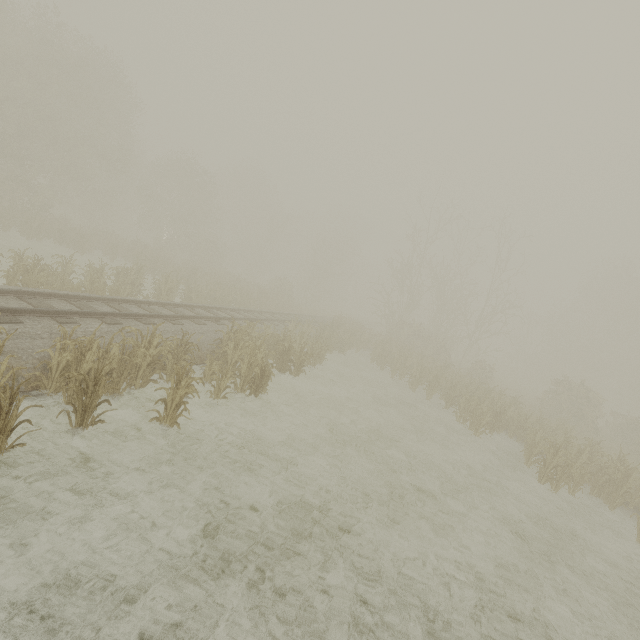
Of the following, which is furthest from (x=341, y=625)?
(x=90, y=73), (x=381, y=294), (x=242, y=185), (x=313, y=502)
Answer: (x=242, y=185)
